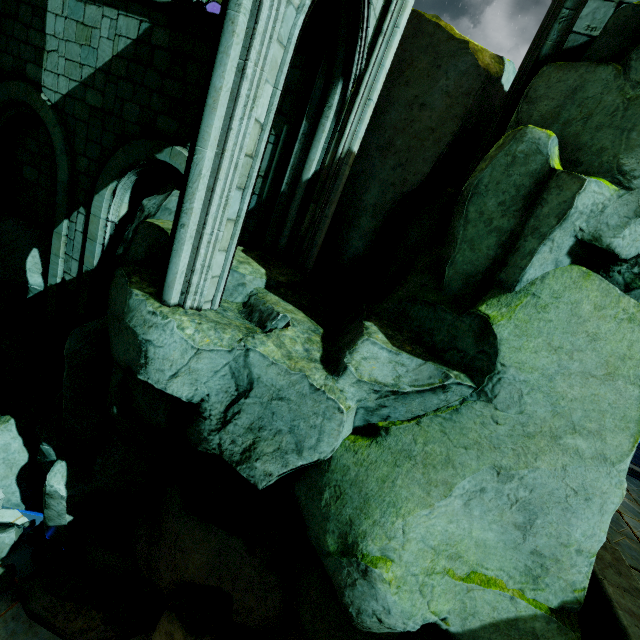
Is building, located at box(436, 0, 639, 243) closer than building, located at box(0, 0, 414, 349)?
No

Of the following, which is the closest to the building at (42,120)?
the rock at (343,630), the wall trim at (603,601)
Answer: the rock at (343,630)

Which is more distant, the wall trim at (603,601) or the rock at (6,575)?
the rock at (6,575)

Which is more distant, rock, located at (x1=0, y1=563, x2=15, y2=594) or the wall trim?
rock, located at (x1=0, y1=563, x2=15, y2=594)

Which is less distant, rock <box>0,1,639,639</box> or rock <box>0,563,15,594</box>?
rock <box>0,1,639,639</box>

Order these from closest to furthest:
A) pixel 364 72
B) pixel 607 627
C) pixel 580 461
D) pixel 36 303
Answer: pixel 580 461 < pixel 607 627 < pixel 364 72 < pixel 36 303

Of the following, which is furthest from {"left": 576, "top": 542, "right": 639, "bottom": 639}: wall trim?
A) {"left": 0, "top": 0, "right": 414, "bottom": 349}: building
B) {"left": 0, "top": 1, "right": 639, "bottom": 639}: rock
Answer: {"left": 0, "top": 0, "right": 414, "bottom": 349}: building

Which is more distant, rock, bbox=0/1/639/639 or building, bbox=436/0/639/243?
building, bbox=436/0/639/243
